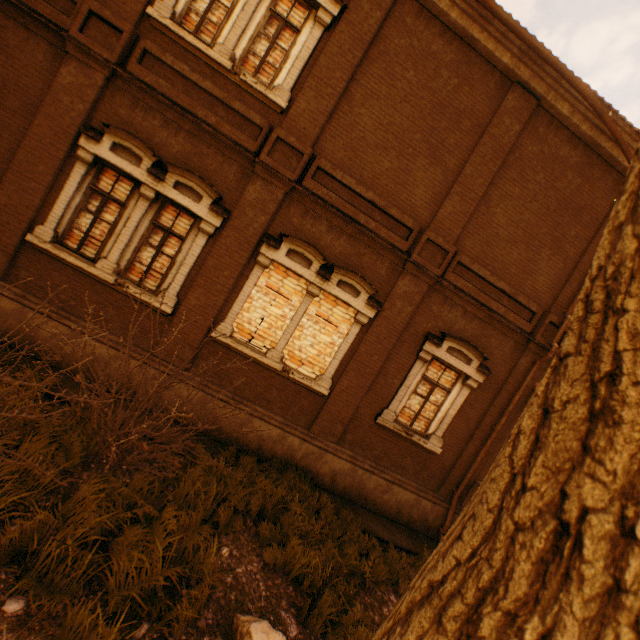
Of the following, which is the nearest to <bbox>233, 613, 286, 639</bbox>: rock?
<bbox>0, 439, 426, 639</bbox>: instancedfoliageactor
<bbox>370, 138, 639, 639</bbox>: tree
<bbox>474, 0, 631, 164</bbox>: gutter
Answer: <bbox>0, 439, 426, 639</bbox>: instancedfoliageactor

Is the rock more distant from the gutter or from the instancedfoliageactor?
the gutter

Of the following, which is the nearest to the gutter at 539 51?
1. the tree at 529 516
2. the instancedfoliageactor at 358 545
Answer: the tree at 529 516

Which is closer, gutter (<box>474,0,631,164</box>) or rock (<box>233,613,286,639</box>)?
rock (<box>233,613,286,639</box>)

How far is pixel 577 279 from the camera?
8.3m

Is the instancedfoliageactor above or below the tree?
below

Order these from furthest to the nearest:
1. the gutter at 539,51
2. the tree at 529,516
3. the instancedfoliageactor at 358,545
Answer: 1. the gutter at 539,51
2. the instancedfoliageactor at 358,545
3. the tree at 529,516

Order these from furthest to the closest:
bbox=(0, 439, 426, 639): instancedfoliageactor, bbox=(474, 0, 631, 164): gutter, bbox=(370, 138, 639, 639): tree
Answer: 1. bbox=(474, 0, 631, 164): gutter
2. bbox=(0, 439, 426, 639): instancedfoliageactor
3. bbox=(370, 138, 639, 639): tree
